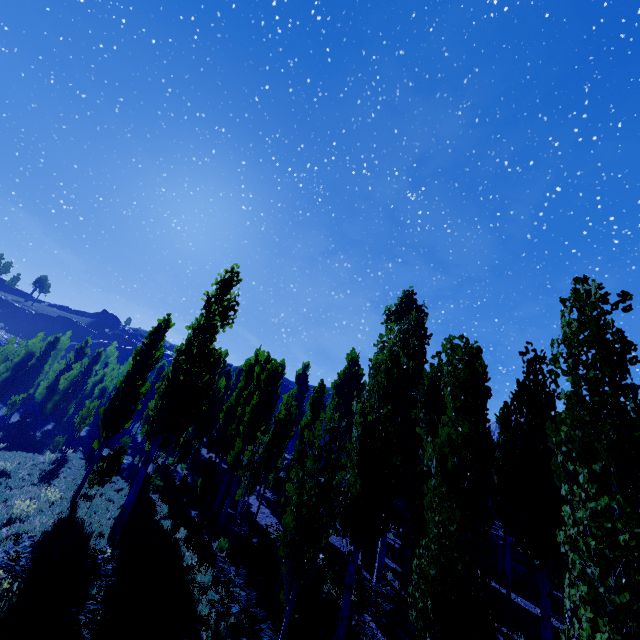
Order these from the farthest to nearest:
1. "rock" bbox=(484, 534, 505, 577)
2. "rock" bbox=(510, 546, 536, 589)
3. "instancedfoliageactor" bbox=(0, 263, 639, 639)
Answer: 1. "rock" bbox=(484, 534, 505, 577)
2. "rock" bbox=(510, 546, 536, 589)
3. "instancedfoliageactor" bbox=(0, 263, 639, 639)

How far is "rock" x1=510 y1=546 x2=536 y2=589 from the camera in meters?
18.4 m

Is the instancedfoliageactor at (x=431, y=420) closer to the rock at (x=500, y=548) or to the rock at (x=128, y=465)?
the rock at (x=500, y=548)

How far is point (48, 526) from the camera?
11.20m

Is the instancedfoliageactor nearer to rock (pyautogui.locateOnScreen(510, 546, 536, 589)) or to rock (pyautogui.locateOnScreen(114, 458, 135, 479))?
rock (pyautogui.locateOnScreen(510, 546, 536, 589))

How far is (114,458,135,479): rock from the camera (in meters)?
20.92

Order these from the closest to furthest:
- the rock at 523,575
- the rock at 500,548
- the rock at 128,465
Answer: the rock at 523,575
the rock at 500,548
the rock at 128,465
